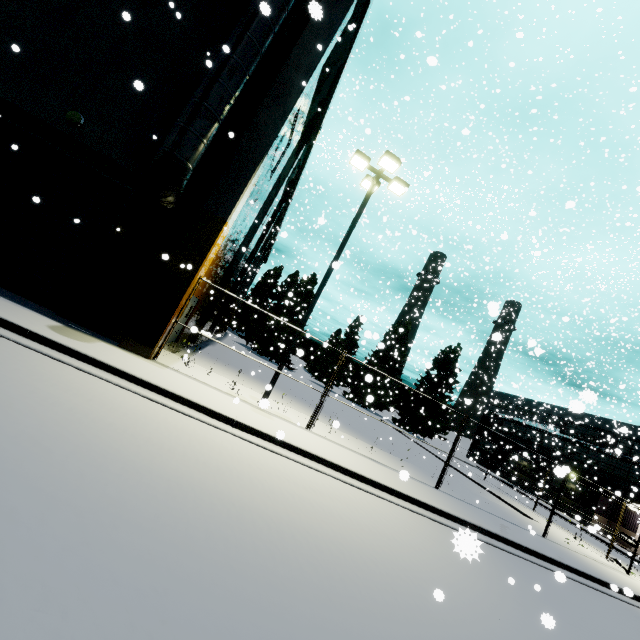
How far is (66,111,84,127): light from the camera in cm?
963

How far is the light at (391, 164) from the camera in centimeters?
1134cm

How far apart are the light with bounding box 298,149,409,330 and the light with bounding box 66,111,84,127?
8.72m

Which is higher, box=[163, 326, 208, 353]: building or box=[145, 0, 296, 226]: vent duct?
box=[145, 0, 296, 226]: vent duct

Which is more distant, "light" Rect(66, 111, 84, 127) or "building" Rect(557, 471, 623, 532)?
"building" Rect(557, 471, 623, 532)

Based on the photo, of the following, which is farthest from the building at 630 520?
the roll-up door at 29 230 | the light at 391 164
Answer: the light at 391 164

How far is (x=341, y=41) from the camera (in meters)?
13.78

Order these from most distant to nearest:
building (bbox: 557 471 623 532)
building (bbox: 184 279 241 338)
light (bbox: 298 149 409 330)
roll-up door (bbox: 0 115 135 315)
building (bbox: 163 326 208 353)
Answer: building (bbox: 557 471 623 532) < building (bbox: 184 279 241 338) < building (bbox: 163 326 208 353) < light (bbox: 298 149 409 330) < roll-up door (bbox: 0 115 135 315)
